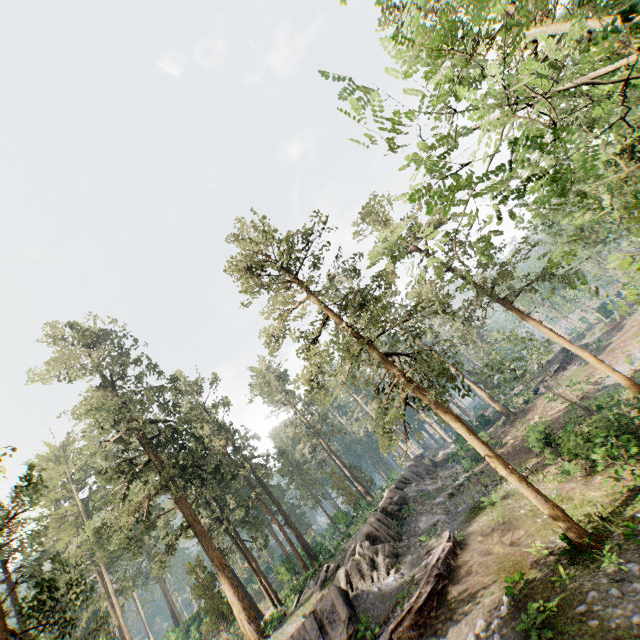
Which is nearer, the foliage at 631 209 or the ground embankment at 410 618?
the foliage at 631 209

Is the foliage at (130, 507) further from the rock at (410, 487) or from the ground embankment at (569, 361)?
the ground embankment at (569, 361)

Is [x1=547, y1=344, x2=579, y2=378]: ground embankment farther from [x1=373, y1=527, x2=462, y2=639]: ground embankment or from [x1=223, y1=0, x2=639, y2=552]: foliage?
[x1=373, y1=527, x2=462, y2=639]: ground embankment

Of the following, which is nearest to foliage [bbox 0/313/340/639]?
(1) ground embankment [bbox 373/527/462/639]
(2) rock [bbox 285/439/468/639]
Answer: (2) rock [bbox 285/439/468/639]

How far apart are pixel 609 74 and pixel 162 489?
30.83m

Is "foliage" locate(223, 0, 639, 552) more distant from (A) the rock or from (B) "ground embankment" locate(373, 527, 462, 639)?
(B) "ground embankment" locate(373, 527, 462, 639)

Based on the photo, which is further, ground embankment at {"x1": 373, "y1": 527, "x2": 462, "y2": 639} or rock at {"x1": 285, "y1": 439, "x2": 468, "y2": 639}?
rock at {"x1": 285, "y1": 439, "x2": 468, "y2": 639}
